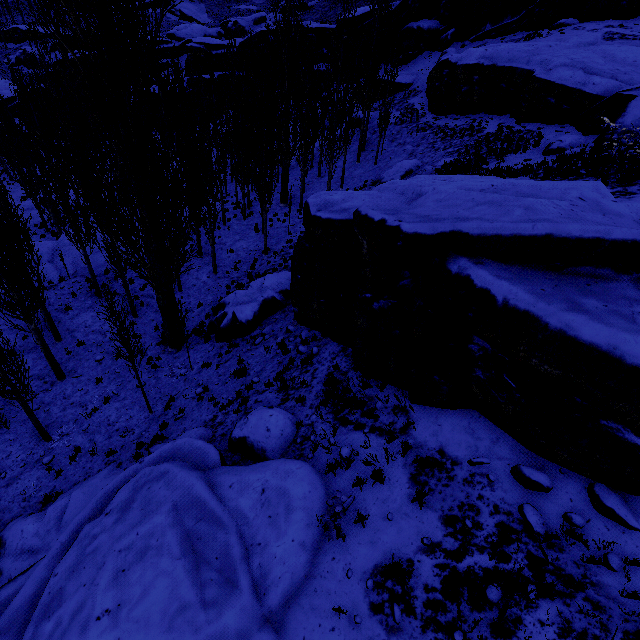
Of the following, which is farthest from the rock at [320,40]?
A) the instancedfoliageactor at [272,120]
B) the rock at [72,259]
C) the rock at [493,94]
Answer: the rock at [72,259]

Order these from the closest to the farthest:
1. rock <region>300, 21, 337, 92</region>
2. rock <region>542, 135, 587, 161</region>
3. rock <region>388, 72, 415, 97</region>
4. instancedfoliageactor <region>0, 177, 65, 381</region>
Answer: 1. instancedfoliageactor <region>0, 177, 65, 381</region>
2. rock <region>542, 135, 587, 161</region>
3. rock <region>388, 72, 415, 97</region>
4. rock <region>300, 21, 337, 92</region>

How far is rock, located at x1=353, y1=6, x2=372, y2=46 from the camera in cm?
4038

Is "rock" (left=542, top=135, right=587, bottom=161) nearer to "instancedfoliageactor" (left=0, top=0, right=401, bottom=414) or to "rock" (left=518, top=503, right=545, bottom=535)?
"instancedfoliageactor" (left=0, top=0, right=401, bottom=414)

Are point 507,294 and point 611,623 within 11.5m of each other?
yes

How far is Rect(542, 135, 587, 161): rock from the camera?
14.0 meters

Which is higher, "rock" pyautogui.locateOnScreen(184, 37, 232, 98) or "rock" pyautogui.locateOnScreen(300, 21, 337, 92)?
"rock" pyautogui.locateOnScreen(300, 21, 337, 92)

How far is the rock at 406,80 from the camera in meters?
35.4
